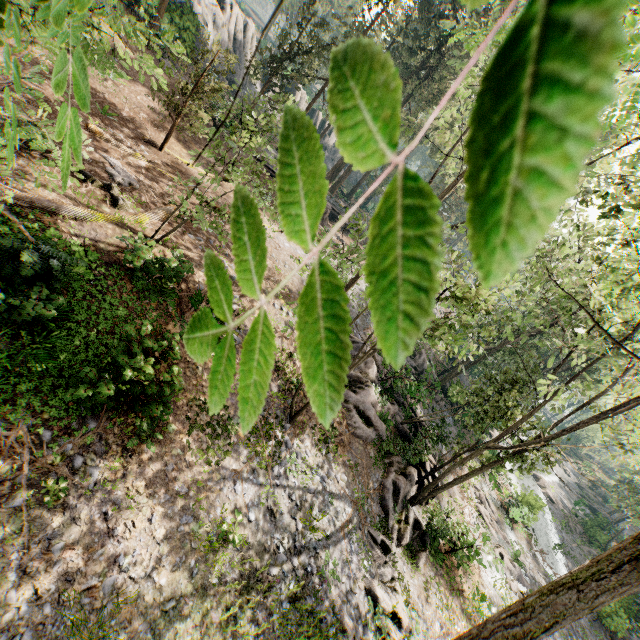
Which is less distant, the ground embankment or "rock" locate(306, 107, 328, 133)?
the ground embankment

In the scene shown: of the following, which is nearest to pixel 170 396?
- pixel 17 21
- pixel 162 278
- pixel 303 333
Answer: pixel 162 278

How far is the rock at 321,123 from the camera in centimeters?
4834cm

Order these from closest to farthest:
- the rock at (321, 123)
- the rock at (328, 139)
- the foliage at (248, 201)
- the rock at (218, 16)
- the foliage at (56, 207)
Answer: the foliage at (248, 201) < the foliage at (56, 207) < the rock at (218, 16) < the rock at (321, 123) < the rock at (328, 139)

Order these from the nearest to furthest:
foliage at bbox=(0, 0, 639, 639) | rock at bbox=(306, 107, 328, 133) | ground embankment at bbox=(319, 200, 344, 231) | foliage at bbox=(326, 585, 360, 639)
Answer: foliage at bbox=(0, 0, 639, 639), foliage at bbox=(326, 585, 360, 639), ground embankment at bbox=(319, 200, 344, 231), rock at bbox=(306, 107, 328, 133)

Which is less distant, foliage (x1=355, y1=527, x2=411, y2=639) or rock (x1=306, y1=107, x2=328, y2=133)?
foliage (x1=355, y1=527, x2=411, y2=639)

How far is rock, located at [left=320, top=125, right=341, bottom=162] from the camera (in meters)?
50.53

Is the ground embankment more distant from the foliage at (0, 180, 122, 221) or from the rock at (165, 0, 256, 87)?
the rock at (165, 0, 256, 87)
